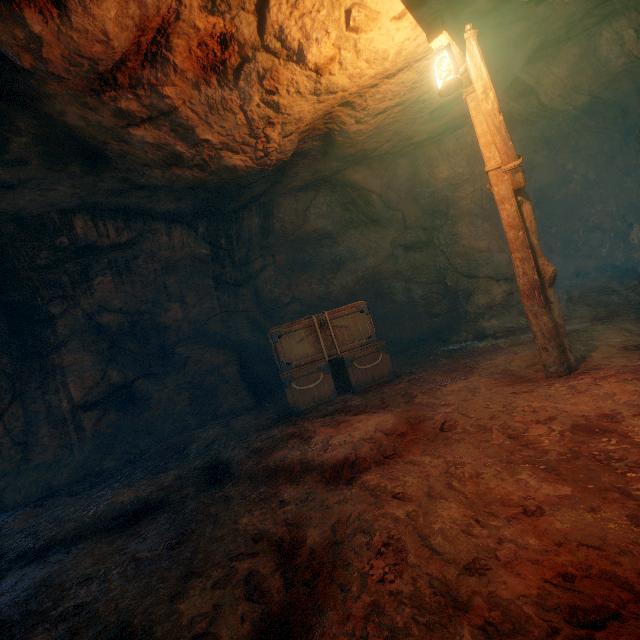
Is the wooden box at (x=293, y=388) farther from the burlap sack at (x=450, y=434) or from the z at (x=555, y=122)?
the z at (x=555, y=122)

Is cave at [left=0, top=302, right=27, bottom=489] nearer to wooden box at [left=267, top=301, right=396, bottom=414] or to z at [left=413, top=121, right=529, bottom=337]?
wooden box at [left=267, top=301, right=396, bottom=414]

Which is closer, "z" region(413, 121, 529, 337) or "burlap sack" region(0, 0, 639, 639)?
"burlap sack" region(0, 0, 639, 639)

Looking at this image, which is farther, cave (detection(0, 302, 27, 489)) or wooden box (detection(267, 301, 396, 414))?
wooden box (detection(267, 301, 396, 414))

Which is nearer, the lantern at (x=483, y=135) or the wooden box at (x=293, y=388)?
the lantern at (x=483, y=135)

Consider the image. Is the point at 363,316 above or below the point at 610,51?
below

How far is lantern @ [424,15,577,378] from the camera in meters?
3.3

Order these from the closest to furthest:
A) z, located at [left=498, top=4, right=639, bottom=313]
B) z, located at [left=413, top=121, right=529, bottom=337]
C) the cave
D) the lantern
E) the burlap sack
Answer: the burlap sack, the lantern, the cave, z, located at [left=498, top=4, right=639, bottom=313], z, located at [left=413, top=121, right=529, bottom=337]
